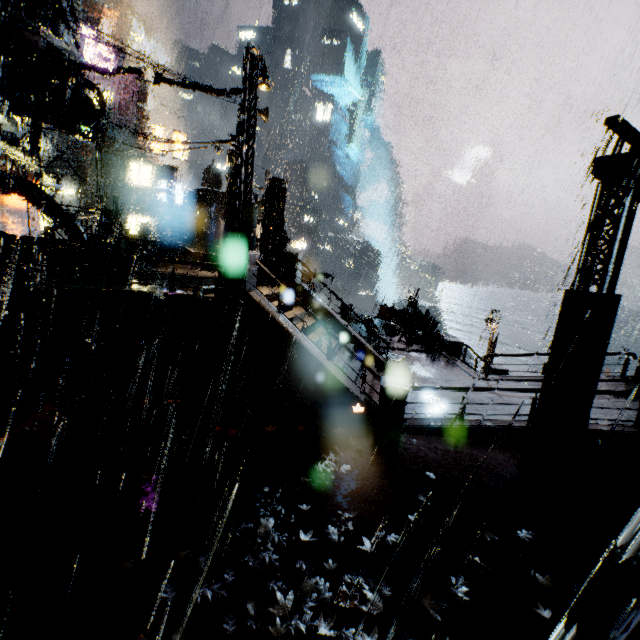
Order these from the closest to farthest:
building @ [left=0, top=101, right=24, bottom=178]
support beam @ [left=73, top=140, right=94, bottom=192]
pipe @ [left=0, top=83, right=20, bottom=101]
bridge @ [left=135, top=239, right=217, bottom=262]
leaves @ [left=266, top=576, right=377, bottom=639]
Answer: leaves @ [left=266, top=576, right=377, bottom=639]
building @ [left=0, top=101, right=24, bottom=178]
pipe @ [left=0, top=83, right=20, bottom=101]
bridge @ [left=135, top=239, right=217, bottom=262]
support beam @ [left=73, top=140, right=94, bottom=192]

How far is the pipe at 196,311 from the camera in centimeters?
977cm

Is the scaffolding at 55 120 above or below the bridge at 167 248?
above

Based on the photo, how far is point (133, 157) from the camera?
33.7m

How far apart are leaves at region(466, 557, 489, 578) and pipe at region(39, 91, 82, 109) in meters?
22.9

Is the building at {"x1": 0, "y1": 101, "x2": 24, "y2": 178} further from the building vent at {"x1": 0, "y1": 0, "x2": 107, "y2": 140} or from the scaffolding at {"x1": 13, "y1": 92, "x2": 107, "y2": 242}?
the scaffolding at {"x1": 13, "y1": 92, "x2": 107, "y2": 242}

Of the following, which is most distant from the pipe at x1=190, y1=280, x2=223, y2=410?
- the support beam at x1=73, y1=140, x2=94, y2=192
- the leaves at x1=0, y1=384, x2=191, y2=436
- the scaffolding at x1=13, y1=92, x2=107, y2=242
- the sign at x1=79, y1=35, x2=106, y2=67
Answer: the sign at x1=79, y1=35, x2=106, y2=67

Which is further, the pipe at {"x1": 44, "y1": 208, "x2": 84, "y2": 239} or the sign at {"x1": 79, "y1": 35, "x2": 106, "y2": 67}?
the sign at {"x1": 79, "y1": 35, "x2": 106, "y2": 67}
